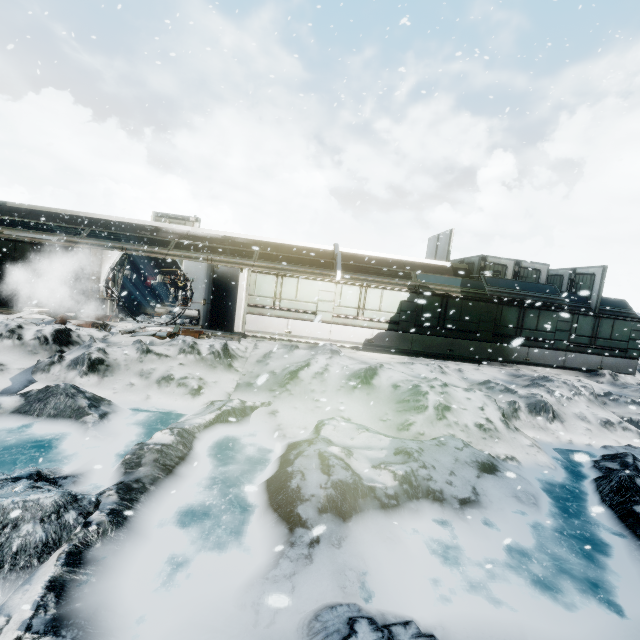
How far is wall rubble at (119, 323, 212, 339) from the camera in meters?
11.5 m

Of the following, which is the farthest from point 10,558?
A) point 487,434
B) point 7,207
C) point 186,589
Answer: point 7,207

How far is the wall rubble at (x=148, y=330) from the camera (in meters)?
11.48
